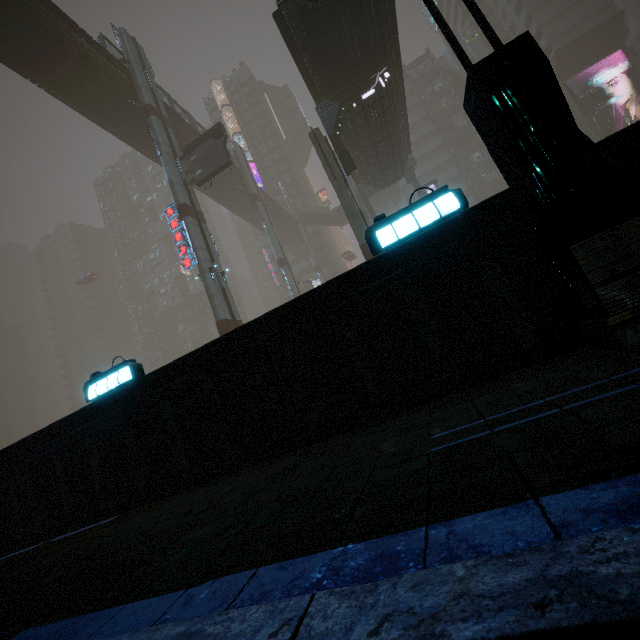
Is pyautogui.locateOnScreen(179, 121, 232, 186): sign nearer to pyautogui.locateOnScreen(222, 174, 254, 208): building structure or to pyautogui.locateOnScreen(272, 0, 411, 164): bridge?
pyautogui.locateOnScreen(272, 0, 411, 164): bridge

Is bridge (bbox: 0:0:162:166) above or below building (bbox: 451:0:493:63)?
below

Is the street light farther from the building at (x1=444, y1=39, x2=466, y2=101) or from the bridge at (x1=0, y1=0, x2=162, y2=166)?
the bridge at (x1=0, y1=0, x2=162, y2=166)

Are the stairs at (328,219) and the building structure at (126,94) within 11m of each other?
no

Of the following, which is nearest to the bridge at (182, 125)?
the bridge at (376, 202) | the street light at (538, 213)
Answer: the bridge at (376, 202)

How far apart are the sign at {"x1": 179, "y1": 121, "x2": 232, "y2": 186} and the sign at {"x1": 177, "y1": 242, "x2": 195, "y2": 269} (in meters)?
4.45

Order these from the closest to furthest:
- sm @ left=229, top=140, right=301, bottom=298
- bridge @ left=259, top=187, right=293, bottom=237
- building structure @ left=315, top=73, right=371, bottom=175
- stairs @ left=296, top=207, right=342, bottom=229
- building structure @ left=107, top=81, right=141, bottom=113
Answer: building structure @ left=315, top=73, right=371, bottom=175
building structure @ left=107, top=81, right=141, bottom=113
sm @ left=229, top=140, right=301, bottom=298
bridge @ left=259, top=187, right=293, bottom=237
stairs @ left=296, top=207, right=342, bottom=229

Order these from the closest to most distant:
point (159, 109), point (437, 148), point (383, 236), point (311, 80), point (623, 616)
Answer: point (623, 616)
point (383, 236)
point (311, 80)
point (159, 109)
point (437, 148)
